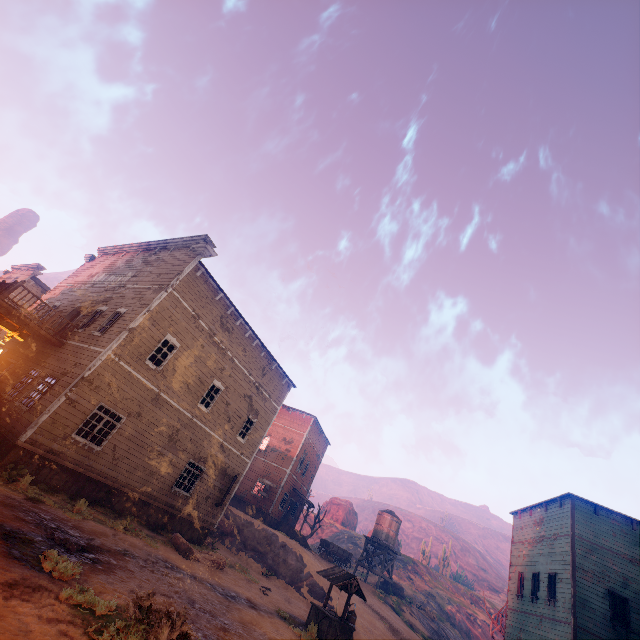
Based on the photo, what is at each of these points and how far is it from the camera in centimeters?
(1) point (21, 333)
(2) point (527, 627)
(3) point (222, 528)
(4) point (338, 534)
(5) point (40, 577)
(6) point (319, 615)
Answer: (1) light pole, 480cm
(2) building, 1902cm
(3) rock, 2369cm
(4) z, 4900cm
(5) z, 589cm
(6) well, 1295cm

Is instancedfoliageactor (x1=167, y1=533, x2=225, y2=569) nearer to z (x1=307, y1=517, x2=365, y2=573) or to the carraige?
z (x1=307, y1=517, x2=365, y2=573)

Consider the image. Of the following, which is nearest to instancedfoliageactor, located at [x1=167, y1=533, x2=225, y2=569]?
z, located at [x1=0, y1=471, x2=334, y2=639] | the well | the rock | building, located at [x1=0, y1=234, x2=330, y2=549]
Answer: z, located at [x1=0, y1=471, x2=334, y2=639]

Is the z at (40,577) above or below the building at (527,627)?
below

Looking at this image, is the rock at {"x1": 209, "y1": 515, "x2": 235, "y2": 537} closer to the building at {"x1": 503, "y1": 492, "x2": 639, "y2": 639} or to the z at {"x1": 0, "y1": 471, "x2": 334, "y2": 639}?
the z at {"x1": 0, "y1": 471, "x2": 334, "y2": 639}

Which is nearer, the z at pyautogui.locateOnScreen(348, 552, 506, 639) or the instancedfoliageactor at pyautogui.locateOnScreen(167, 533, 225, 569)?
the instancedfoliageactor at pyautogui.locateOnScreen(167, 533, 225, 569)

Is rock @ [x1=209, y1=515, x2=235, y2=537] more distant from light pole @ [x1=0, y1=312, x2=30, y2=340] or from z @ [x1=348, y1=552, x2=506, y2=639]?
light pole @ [x1=0, y1=312, x2=30, y2=340]

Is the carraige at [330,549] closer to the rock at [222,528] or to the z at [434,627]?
the z at [434,627]
